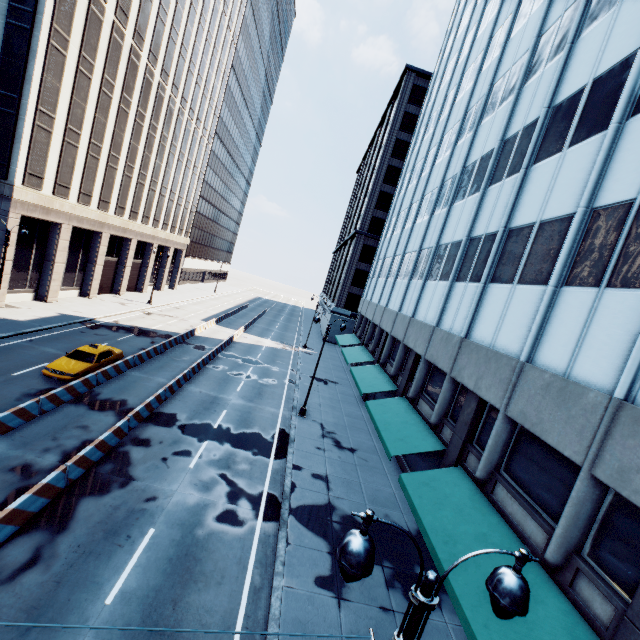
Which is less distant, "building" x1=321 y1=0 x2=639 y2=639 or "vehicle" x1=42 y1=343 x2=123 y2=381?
"building" x1=321 y1=0 x2=639 y2=639

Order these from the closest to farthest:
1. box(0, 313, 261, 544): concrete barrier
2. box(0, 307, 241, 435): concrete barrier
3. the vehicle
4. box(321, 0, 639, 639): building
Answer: → box(321, 0, 639, 639): building → box(0, 313, 261, 544): concrete barrier → box(0, 307, 241, 435): concrete barrier → the vehicle

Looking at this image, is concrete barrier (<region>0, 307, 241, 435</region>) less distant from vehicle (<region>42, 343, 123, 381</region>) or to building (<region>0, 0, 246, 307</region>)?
vehicle (<region>42, 343, 123, 381</region>)

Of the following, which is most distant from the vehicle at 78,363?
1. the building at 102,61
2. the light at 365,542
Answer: the light at 365,542

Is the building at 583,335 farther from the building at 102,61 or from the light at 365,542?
the building at 102,61

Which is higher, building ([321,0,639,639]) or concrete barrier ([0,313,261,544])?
building ([321,0,639,639])

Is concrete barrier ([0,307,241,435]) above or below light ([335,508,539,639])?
below

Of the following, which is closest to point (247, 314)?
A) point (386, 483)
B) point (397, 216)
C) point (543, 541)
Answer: point (397, 216)
